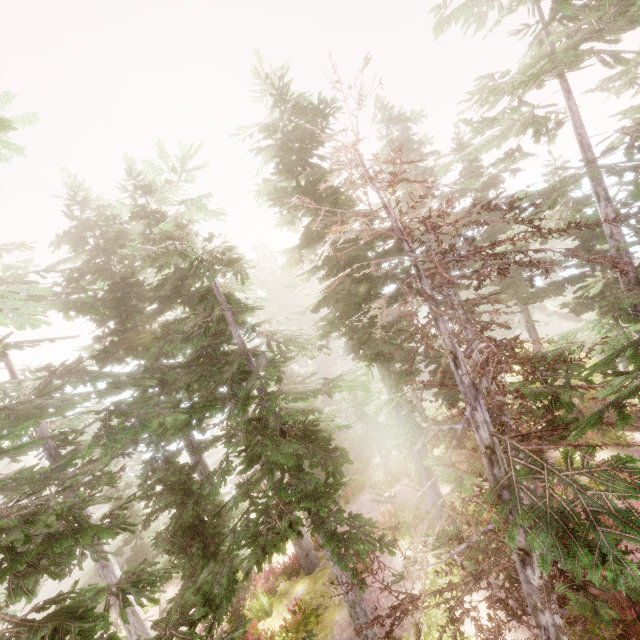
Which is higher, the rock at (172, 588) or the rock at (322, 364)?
the rock at (322, 364)

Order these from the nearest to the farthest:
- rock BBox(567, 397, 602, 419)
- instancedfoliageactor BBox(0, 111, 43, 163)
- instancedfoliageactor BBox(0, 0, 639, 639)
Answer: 1. instancedfoliageactor BBox(0, 0, 639, 639)
2. instancedfoliageactor BBox(0, 111, 43, 163)
3. rock BBox(567, 397, 602, 419)

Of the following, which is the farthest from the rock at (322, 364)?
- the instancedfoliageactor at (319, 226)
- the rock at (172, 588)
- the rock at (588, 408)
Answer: the rock at (172, 588)

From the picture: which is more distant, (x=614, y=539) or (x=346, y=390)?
(x=346, y=390)

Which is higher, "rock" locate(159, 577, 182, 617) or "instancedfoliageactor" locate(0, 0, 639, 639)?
"instancedfoliageactor" locate(0, 0, 639, 639)

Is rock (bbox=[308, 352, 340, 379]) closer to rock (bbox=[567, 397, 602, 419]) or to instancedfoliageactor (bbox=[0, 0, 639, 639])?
instancedfoliageactor (bbox=[0, 0, 639, 639])

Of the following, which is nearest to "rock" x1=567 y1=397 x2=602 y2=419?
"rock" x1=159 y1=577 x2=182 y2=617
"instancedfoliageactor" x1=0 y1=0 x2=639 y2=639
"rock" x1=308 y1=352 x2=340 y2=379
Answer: "instancedfoliageactor" x1=0 y1=0 x2=639 y2=639

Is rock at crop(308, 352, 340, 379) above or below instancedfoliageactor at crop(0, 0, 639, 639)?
below
